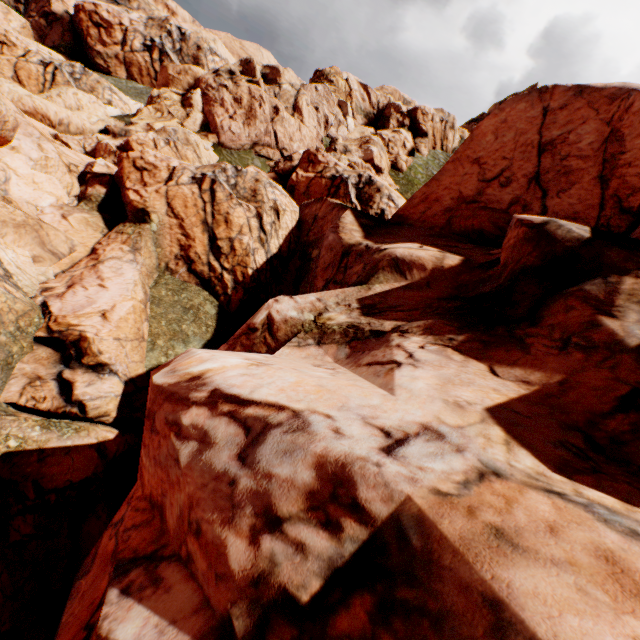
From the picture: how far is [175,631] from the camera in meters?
3.2
